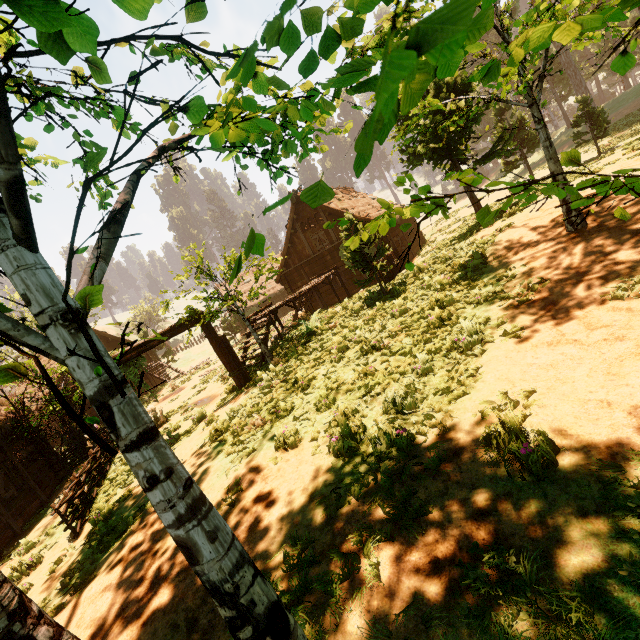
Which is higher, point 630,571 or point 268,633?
point 268,633

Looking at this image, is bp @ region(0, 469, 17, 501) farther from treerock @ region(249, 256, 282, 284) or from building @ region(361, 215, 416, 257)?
treerock @ region(249, 256, 282, 284)

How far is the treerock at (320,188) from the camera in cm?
89

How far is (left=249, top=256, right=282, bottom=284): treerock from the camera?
11.8 meters

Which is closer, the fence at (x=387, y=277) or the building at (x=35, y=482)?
the building at (x=35, y=482)

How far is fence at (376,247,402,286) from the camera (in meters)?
15.70

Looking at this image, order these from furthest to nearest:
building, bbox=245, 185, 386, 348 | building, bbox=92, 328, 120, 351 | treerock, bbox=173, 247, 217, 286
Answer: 1. building, bbox=92, 328, 120, 351
2. building, bbox=245, 185, 386, 348
3. treerock, bbox=173, 247, 217, 286
